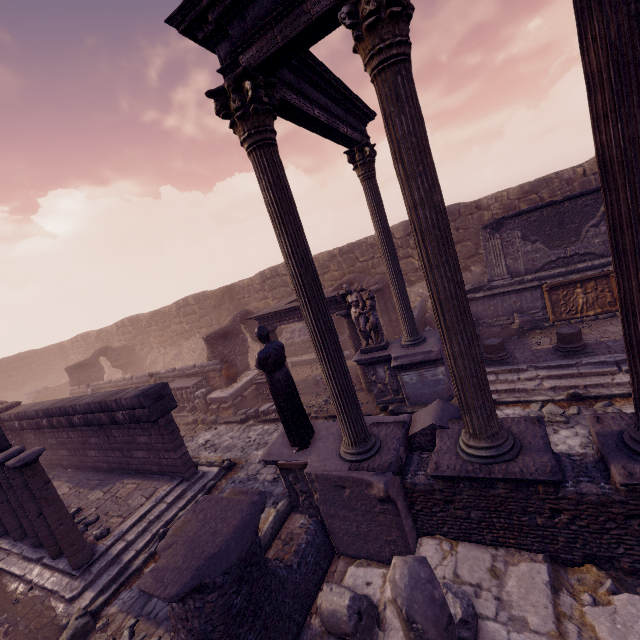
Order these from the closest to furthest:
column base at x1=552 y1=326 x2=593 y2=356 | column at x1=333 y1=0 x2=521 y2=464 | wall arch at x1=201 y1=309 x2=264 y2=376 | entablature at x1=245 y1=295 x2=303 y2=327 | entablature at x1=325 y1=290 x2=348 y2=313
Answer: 1. column at x1=333 y1=0 x2=521 y2=464
2. column base at x1=552 y1=326 x2=593 y2=356
3. entablature at x1=325 y1=290 x2=348 y2=313
4. entablature at x1=245 y1=295 x2=303 y2=327
5. wall arch at x1=201 y1=309 x2=264 y2=376

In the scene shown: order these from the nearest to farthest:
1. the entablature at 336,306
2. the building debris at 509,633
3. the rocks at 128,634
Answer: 1. the building debris at 509,633
2. the rocks at 128,634
3. the entablature at 336,306

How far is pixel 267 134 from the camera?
4.2m

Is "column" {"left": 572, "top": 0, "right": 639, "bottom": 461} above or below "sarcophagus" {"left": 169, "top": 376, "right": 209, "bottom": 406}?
above

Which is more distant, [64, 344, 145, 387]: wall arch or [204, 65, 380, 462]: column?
[64, 344, 145, 387]: wall arch

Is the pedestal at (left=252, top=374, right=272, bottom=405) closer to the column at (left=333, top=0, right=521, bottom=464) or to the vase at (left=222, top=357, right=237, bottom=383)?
the vase at (left=222, top=357, right=237, bottom=383)

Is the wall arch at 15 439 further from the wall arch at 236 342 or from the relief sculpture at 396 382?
the wall arch at 236 342

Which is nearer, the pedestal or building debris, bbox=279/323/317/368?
the pedestal
